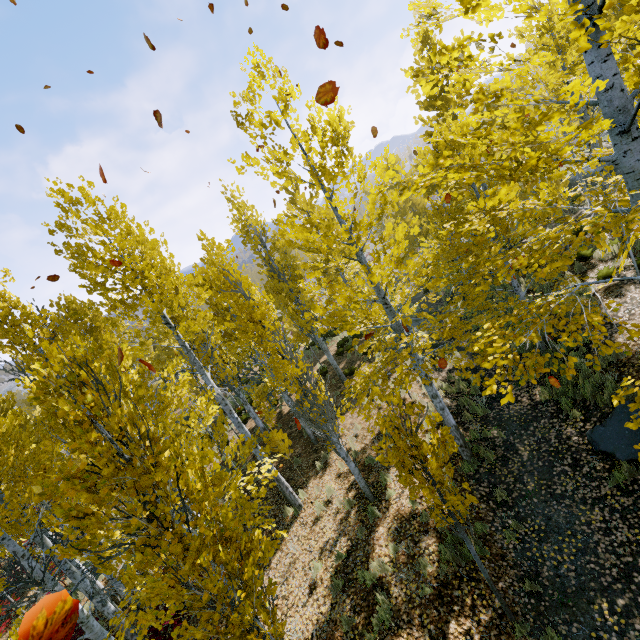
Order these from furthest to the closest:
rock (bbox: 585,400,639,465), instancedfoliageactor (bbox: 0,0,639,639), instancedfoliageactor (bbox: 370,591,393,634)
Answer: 1. rock (bbox: 585,400,639,465)
2. instancedfoliageactor (bbox: 370,591,393,634)
3. instancedfoliageactor (bbox: 0,0,639,639)

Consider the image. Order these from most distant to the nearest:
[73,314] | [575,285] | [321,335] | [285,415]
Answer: [321,335] → [285,415] → [73,314] → [575,285]

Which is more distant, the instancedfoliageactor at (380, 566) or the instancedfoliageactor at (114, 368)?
the instancedfoliageactor at (380, 566)

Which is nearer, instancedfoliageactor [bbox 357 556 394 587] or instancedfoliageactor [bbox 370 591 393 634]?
instancedfoliageactor [bbox 370 591 393 634]

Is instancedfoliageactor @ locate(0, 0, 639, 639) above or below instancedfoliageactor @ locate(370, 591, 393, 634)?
above

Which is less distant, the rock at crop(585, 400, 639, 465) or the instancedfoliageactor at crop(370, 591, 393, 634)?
the instancedfoliageactor at crop(370, 591, 393, 634)

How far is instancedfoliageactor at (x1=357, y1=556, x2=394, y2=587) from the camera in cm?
638
